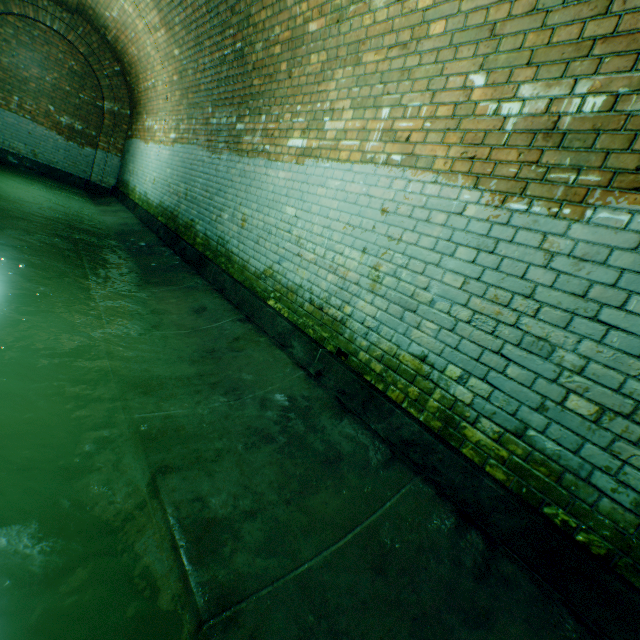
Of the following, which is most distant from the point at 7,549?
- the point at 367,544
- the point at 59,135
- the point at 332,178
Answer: the point at 59,135
